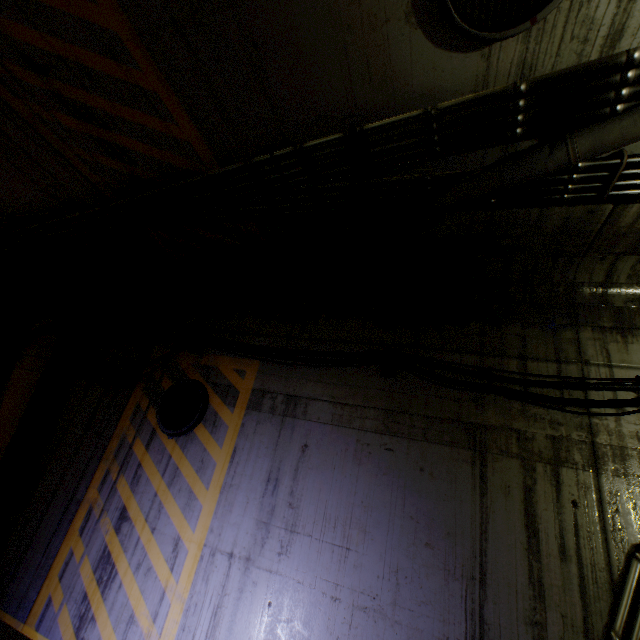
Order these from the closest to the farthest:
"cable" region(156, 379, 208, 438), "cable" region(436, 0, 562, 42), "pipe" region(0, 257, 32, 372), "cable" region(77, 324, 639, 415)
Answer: "cable" region(436, 0, 562, 42)
"cable" region(77, 324, 639, 415)
"cable" region(156, 379, 208, 438)
"pipe" region(0, 257, 32, 372)

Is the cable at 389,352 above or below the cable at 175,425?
above

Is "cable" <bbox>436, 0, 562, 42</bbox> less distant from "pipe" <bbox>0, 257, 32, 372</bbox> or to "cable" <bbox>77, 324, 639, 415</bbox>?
"pipe" <bbox>0, 257, 32, 372</bbox>

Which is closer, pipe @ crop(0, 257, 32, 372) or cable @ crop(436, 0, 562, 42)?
cable @ crop(436, 0, 562, 42)

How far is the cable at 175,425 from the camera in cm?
449

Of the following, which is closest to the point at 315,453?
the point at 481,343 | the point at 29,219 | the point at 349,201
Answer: the point at 481,343

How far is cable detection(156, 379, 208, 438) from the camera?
4.5 meters

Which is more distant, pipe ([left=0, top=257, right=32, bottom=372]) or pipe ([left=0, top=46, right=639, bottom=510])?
pipe ([left=0, top=257, right=32, bottom=372])
